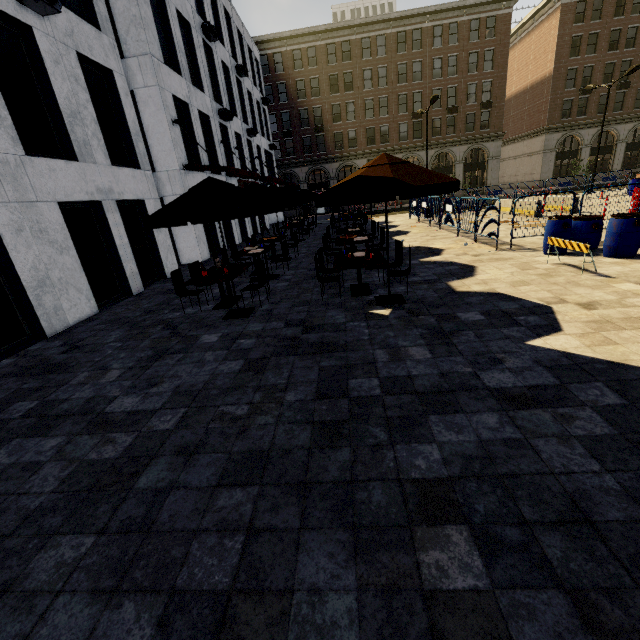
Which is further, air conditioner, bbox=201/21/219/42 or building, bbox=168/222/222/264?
air conditioner, bbox=201/21/219/42

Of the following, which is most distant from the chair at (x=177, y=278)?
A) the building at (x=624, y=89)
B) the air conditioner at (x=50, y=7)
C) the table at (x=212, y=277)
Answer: the building at (x=624, y=89)

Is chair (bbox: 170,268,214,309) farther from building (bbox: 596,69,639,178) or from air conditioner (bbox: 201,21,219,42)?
building (bbox: 596,69,639,178)

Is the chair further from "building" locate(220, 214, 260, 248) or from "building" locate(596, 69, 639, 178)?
"building" locate(596, 69, 639, 178)

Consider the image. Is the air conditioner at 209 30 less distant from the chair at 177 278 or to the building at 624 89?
the chair at 177 278

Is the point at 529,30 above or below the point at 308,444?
above

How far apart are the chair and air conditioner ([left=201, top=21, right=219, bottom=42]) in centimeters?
1728cm

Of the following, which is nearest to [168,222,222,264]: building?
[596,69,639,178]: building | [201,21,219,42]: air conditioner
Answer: [201,21,219,42]: air conditioner
